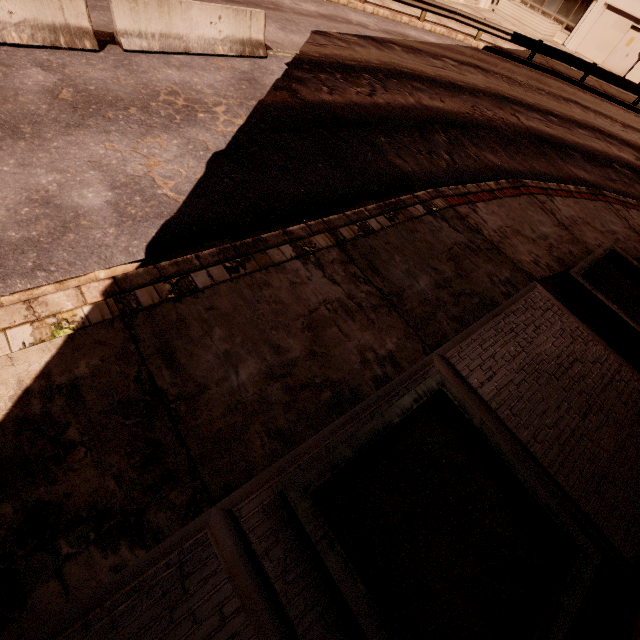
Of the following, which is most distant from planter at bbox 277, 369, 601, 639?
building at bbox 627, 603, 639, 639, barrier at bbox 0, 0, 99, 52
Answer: barrier at bbox 0, 0, 99, 52

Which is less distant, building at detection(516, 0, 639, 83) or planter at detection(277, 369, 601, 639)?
planter at detection(277, 369, 601, 639)

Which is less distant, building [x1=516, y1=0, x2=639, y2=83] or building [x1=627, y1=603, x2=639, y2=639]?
building [x1=627, y1=603, x2=639, y2=639]

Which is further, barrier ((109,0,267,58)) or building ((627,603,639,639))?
barrier ((109,0,267,58))

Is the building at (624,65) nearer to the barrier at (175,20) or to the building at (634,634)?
the barrier at (175,20)

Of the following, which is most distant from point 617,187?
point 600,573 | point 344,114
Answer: point 600,573

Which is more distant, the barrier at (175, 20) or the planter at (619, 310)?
the barrier at (175, 20)

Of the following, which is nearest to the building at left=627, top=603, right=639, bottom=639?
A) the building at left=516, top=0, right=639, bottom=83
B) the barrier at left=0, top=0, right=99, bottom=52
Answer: the barrier at left=0, top=0, right=99, bottom=52
